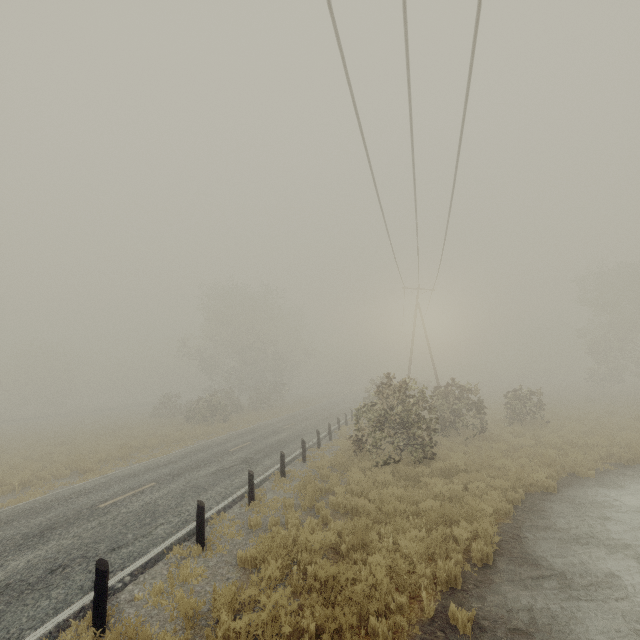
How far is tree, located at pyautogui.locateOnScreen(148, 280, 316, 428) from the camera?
35.62m

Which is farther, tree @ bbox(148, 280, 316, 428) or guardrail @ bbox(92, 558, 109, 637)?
tree @ bbox(148, 280, 316, 428)

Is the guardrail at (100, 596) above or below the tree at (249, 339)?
below

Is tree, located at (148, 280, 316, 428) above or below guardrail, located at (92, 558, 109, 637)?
above

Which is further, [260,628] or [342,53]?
[342,53]

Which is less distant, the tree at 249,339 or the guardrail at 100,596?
the guardrail at 100,596
